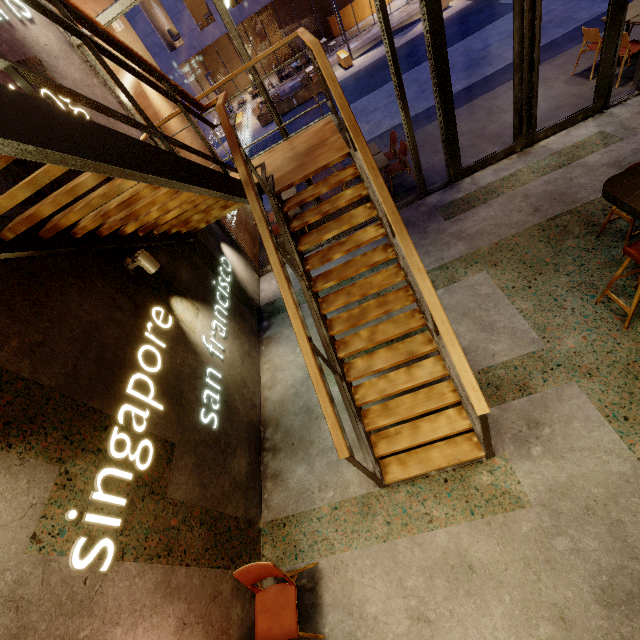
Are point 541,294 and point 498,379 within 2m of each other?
yes

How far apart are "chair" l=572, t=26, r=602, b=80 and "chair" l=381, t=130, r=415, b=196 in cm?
393

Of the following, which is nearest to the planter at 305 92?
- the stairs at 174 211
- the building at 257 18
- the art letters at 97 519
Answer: the building at 257 18

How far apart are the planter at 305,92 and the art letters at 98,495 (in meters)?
16.89

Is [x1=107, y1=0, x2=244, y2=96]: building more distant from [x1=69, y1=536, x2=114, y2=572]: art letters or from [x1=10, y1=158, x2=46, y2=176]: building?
[x1=69, y1=536, x2=114, y2=572]: art letters

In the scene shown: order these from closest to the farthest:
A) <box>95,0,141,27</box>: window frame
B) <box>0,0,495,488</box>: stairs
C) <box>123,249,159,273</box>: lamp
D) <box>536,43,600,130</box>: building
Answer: <box>0,0,495,488</box>: stairs, <box>123,249,159,273</box>: lamp, <box>95,0,141,27</box>: window frame, <box>536,43,600,130</box>: building

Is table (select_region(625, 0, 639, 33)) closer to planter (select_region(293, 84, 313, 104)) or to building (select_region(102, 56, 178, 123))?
building (select_region(102, 56, 178, 123))

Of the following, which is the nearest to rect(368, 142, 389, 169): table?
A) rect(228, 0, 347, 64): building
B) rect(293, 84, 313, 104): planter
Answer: rect(293, 84, 313, 104): planter
